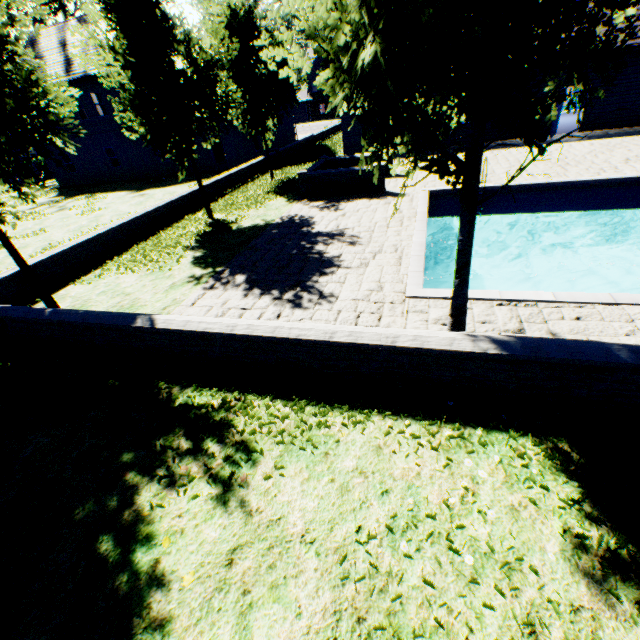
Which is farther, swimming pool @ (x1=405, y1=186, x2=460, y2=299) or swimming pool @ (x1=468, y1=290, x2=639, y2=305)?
swimming pool @ (x1=405, y1=186, x2=460, y2=299)

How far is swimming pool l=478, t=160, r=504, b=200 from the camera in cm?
1132

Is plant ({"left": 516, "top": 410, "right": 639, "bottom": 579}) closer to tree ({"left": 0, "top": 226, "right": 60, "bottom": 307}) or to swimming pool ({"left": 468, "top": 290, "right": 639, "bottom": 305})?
tree ({"left": 0, "top": 226, "right": 60, "bottom": 307})

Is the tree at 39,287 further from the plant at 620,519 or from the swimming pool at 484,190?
the plant at 620,519

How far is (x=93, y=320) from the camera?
5.61m

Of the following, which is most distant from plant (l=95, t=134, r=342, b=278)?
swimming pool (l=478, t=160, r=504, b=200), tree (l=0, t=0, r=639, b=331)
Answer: swimming pool (l=478, t=160, r=504, b=200)
